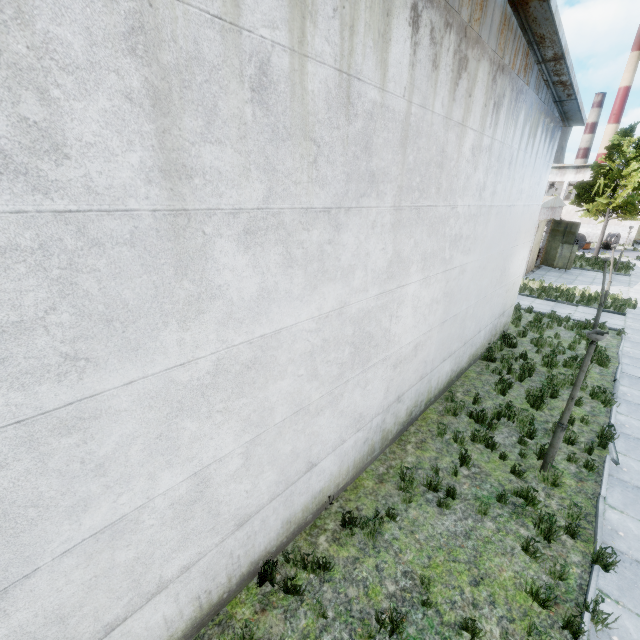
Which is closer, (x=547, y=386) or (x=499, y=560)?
(x=499, y=560)

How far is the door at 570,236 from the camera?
25.28m

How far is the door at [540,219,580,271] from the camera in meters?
25.3

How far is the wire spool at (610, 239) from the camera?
37.6 meters

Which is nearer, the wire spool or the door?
the door

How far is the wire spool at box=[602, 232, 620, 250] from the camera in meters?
37.6
